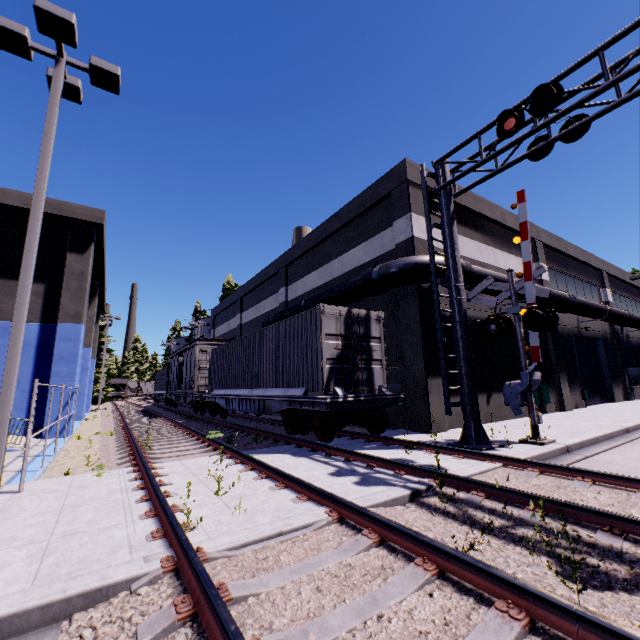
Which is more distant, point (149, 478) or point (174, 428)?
point (174, 428)

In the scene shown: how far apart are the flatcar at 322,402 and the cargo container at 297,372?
0.0 meters

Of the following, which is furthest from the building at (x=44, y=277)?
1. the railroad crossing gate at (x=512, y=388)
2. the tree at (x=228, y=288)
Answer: the railroad crossing gate at (x=512, y=388)

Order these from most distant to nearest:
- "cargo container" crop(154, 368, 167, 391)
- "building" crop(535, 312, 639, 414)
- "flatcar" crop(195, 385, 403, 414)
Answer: "cargo container" crop(154, 368, 167, 391), "building" crop(535, 312, 639, 414), "flatcar" crop(195, 385, 403, 414)

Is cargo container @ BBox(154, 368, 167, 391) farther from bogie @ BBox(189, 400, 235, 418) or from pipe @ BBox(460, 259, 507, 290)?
bogie @ BBox(189, 400, 235, 418)

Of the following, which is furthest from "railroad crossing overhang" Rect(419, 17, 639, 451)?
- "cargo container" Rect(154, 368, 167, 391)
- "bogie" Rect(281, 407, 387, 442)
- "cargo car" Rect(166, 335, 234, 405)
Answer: "cargo container" Rect(154, 368, 167, 391)

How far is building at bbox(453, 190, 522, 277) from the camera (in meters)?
15.23

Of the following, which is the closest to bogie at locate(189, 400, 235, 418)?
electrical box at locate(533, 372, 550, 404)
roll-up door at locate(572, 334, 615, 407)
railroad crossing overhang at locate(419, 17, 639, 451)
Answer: railroad crossing overhang at locate(419, 17, 639, 451)
